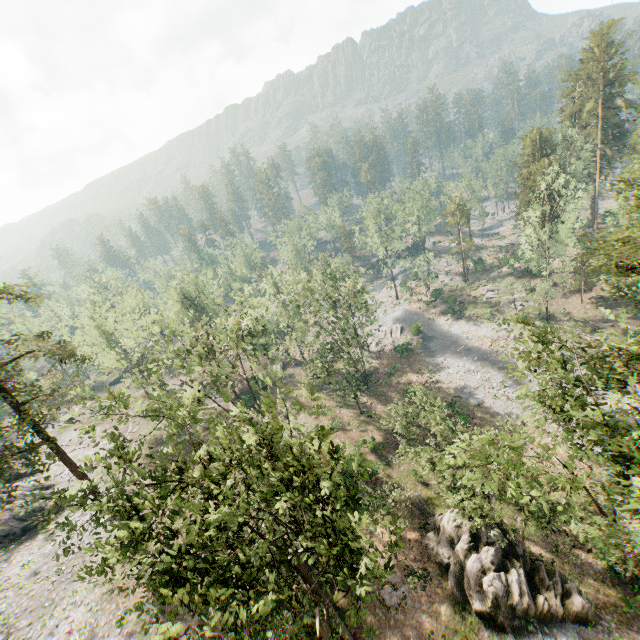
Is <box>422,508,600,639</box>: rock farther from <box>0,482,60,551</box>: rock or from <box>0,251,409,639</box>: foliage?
<box>0,482,60,551</box>: rock

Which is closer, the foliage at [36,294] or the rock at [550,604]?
the rock at [550,604]

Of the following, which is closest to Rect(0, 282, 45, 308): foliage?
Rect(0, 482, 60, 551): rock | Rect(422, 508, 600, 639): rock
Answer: Rect(0, 482, 60, 551): rock

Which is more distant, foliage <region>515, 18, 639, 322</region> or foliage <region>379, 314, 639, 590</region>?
foliage <region>515, 18, 639, 322</region>

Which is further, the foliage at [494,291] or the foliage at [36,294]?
the foliage at [494,291]

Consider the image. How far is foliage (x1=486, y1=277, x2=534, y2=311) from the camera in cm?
5203

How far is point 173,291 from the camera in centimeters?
5234cm
